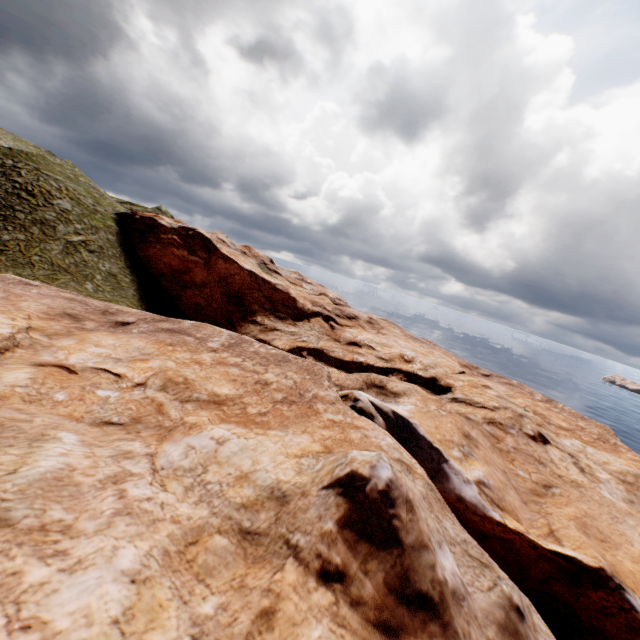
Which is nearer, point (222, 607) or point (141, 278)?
point (222, 607)
